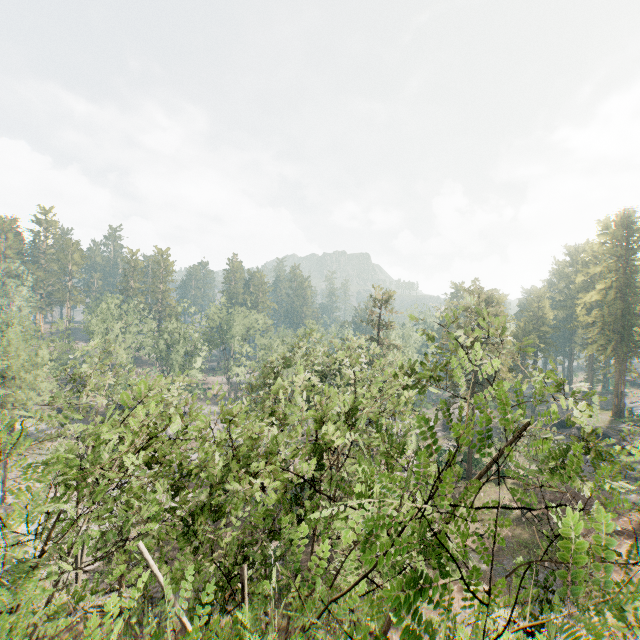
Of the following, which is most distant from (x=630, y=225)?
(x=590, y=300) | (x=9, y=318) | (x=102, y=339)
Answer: (x=9, y=318)

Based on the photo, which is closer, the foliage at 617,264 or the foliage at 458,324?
the foliage at 458,324

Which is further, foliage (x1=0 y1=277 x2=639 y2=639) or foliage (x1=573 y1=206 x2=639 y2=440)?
foliage (x1=573 y1=206 x2=639 y2=440)
